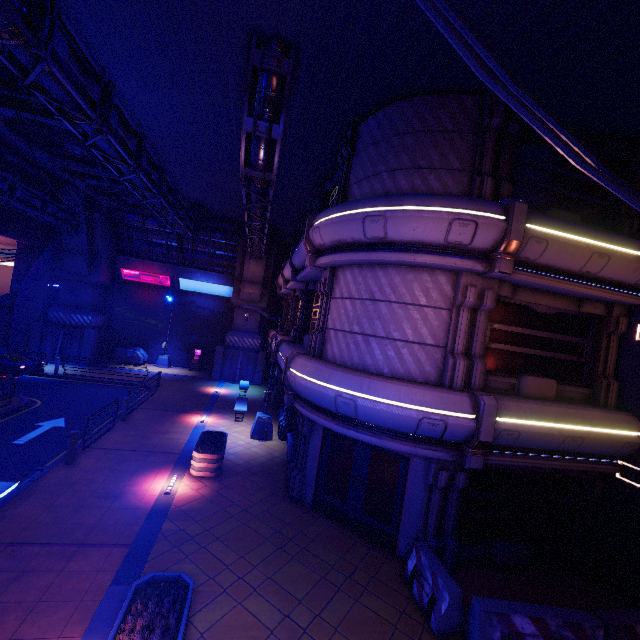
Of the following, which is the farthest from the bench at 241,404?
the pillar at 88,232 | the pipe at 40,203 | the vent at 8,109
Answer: the pipe at 40,203

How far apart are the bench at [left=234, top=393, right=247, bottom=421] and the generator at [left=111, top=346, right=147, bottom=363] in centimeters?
1235cm

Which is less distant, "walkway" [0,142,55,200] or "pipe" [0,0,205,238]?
"pipe" [0,0,205,238]

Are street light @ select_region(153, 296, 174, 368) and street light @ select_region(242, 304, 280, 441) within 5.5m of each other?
no

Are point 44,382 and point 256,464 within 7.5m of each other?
no

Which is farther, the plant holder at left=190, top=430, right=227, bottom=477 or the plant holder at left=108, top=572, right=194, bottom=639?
the plant holder at left=190, top=430, right=227, bottom=477

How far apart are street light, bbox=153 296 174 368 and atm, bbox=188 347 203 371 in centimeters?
131cm

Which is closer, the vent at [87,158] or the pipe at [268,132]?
the pipe at [268,132]
